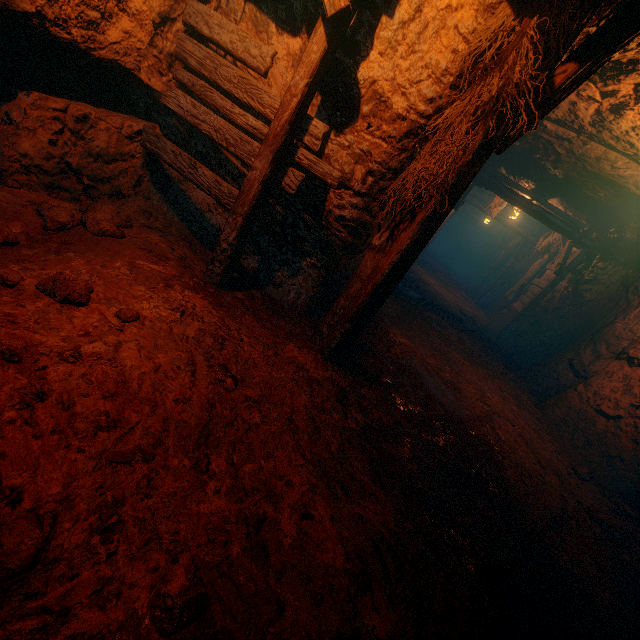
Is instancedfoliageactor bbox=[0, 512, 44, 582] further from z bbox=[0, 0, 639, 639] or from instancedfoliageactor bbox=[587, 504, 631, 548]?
instancedfoliageactor bbox=[587, 504, 631, 548]

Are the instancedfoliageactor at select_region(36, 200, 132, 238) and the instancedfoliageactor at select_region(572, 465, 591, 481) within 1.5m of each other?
no

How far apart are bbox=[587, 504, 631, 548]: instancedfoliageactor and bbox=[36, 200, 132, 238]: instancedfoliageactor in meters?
6.6

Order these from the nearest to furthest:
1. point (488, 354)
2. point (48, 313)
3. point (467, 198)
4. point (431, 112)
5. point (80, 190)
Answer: point (48, 313)
point (431, 112)
point (80, 190)
point (488, 354)
point (467, 198)

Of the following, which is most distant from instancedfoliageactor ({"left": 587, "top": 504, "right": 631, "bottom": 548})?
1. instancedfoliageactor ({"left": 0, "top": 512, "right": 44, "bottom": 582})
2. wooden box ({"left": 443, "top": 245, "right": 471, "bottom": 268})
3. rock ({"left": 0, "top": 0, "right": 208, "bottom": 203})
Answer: wooden box ({"left": 443, "top": 245, "right": 471, "bottom": 268})

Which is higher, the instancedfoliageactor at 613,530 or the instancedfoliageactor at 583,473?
the instancedfoliageactor at 583,473

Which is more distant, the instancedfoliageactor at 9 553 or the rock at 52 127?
the rock at 52 127

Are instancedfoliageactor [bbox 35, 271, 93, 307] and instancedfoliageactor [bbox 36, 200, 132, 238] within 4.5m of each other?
yes
